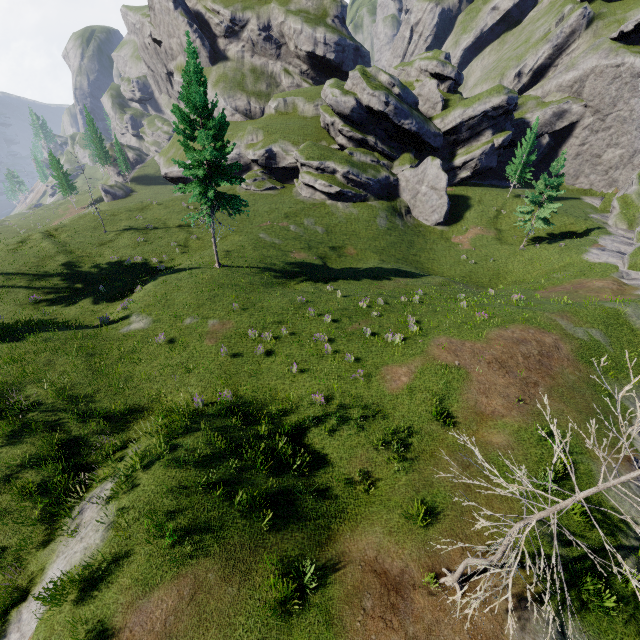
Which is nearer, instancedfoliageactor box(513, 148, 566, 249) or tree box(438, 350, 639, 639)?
tree box(438, 350, 639, 639)

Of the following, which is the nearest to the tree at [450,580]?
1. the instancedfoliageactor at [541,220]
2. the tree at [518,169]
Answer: the instancedfoliageactor at [541,220]

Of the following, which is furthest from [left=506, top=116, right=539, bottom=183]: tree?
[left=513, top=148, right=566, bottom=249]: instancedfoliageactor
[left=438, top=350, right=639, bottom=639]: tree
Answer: [left=438, top=350, right=639, bottom=639]: tree

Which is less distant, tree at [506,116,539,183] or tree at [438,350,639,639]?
tree at [438,350,639,639]

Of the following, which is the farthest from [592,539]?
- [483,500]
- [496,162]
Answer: [496,162]

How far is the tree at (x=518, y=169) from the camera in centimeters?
4351cm

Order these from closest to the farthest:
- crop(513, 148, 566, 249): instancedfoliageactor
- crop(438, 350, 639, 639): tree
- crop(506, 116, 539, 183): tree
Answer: crop(438, 350, 639, 639): tree → crop(513, 148, 566, 249): instancedfoliageactor → crop(506, 116, 539, 183): tree
